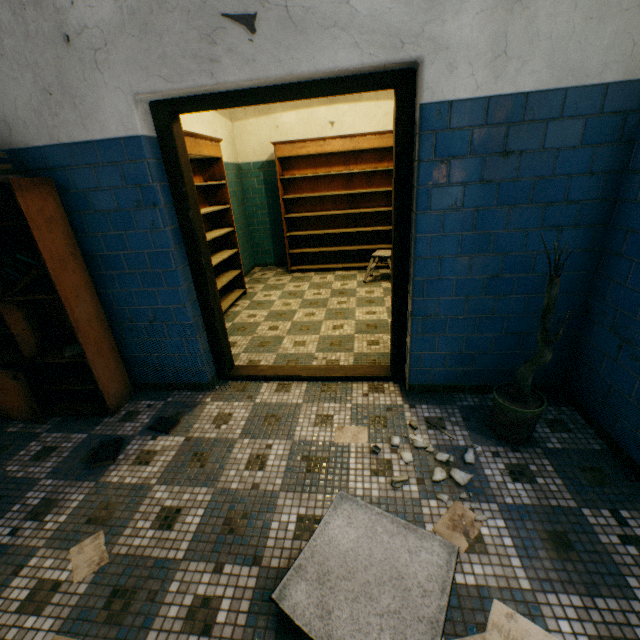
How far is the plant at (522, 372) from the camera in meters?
1.6

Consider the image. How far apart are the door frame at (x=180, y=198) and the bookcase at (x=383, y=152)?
3.23m

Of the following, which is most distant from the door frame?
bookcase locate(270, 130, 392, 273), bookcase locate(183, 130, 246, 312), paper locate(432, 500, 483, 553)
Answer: bookcase locate(270, 130, 392, 273)

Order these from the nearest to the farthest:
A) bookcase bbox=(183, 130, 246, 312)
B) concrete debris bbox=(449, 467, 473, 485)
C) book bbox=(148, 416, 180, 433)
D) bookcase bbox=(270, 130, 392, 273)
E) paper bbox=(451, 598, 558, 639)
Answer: paper bbox=(451, 598, 558, 639) → concrete debris bbox=(449, 467, 473, 485) → book bbox=(148, 416, 180, 433) → bookcase bbox=(183, 130, 246, 312) → bookcase bbox=(270, 130, 392, 273)

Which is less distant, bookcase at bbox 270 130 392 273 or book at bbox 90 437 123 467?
book at bbox 90 437 123 467

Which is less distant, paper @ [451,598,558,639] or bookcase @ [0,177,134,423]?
paper @ [451,598,558,639]

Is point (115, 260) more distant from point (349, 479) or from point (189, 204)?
point (349, 479)

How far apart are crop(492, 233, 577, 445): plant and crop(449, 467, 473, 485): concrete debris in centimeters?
Answer: 41cm
